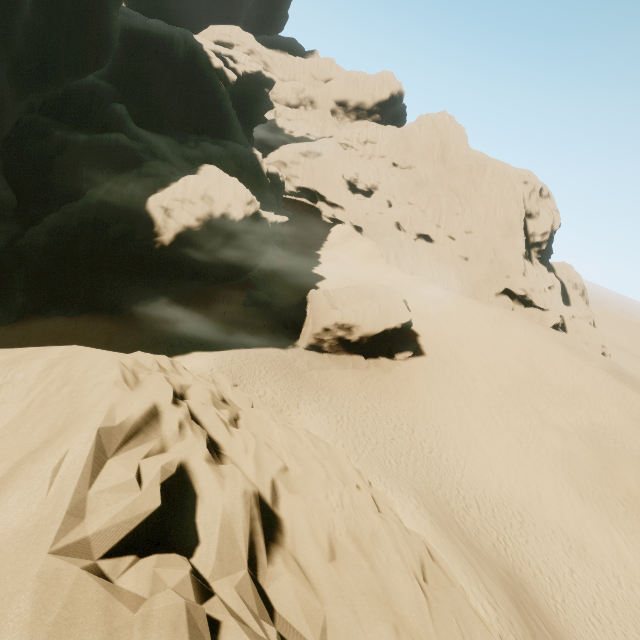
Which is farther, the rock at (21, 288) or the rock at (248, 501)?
the rock at (21, 288)

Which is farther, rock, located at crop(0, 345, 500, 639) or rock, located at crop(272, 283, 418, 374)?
rock, located at crop(272, 283, 418, 374)

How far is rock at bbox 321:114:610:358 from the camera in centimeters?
4319cm

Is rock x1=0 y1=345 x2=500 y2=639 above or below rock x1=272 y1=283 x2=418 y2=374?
above

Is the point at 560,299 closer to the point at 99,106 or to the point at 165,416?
the point at 165,416

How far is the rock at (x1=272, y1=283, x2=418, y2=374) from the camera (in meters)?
26.86

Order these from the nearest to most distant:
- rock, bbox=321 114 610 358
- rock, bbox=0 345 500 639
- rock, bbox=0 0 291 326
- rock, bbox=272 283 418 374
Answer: rock, bbox=0 345 500 639 < rock, bbox=0 0 291 326 < rock, bbox=272 283 418 374 < rock, bbox=321 114 610 358
